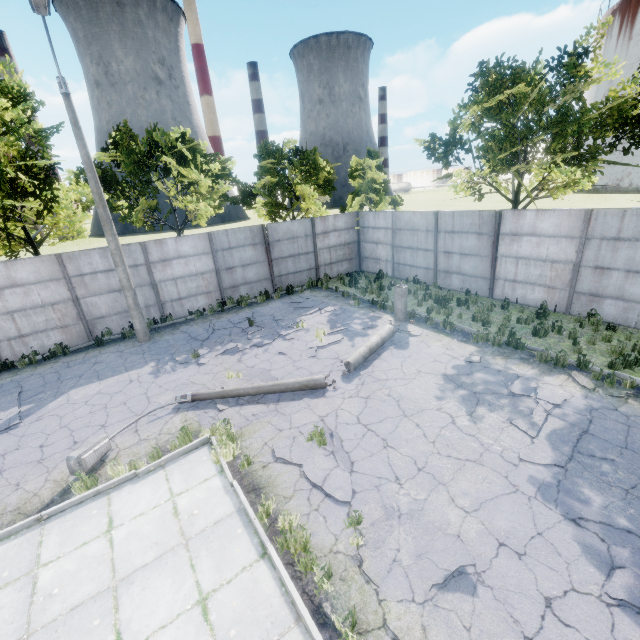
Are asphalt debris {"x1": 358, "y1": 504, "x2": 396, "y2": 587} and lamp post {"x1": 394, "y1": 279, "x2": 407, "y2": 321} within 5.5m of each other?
no

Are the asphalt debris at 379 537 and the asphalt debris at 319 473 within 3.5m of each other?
yes

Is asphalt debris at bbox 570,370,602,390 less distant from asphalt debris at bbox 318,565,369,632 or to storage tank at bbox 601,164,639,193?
asphalt debris at bbox 318,565,369,632

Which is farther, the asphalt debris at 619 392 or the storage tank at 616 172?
the storage tank at 616 172

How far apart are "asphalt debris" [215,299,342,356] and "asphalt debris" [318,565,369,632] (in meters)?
7.21

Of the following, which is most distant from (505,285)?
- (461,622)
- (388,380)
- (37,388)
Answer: (37,388)

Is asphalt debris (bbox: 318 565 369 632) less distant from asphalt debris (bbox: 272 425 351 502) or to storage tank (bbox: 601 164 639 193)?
asphalt debris (bbox: 272 425 351 502)

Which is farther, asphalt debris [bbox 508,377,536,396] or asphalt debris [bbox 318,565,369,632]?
asphalt debris [bbox 508,377,536,396]
